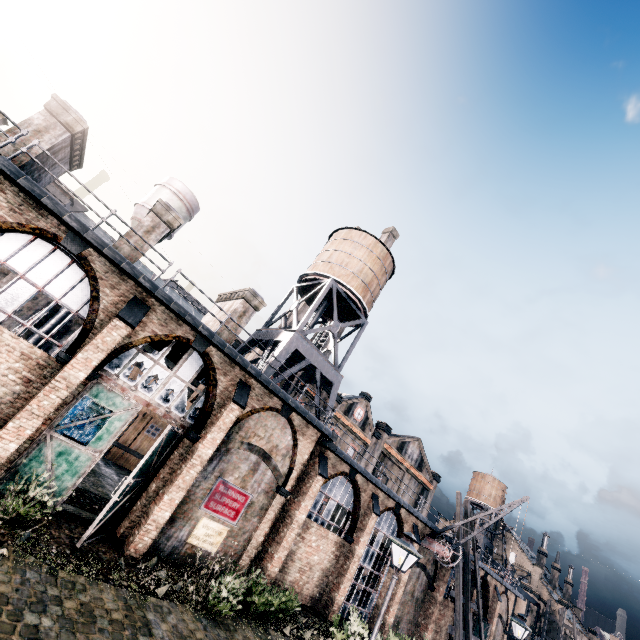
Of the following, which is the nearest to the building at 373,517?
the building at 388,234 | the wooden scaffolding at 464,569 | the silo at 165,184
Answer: the wooden scaffolding at 464,569

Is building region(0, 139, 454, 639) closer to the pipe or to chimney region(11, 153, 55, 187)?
chimney region(11, 153, 55, 187)

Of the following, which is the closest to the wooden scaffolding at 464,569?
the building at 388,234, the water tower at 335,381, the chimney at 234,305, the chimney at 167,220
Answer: the water tower at 335,381

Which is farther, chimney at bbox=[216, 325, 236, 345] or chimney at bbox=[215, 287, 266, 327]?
chimney at bbox=[215, 287, 266, 327]

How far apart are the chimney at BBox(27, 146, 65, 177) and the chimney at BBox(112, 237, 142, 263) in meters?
3.8

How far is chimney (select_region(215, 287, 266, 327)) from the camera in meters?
19.4

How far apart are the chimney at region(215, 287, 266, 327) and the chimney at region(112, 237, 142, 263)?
4.9 meters

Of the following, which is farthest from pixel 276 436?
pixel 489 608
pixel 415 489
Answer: pixel 415 489
